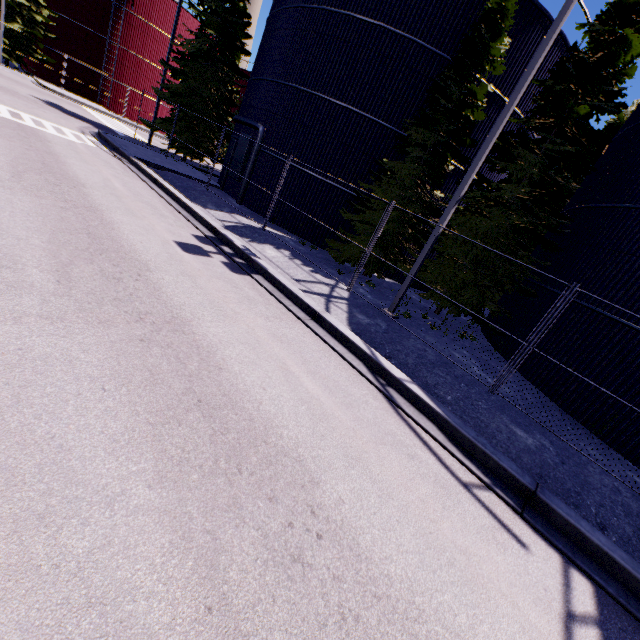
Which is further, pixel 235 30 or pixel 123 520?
pixel 235 30

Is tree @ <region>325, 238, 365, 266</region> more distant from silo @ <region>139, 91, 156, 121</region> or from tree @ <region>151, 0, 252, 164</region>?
tree @ <region>151, 0, 252, 164</region>

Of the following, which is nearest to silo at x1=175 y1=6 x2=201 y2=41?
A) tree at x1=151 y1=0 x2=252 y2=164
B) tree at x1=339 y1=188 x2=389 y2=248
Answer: tree at x1=339 y1=188 x2=389 y2=248

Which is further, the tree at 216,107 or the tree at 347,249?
the tree at 216,107

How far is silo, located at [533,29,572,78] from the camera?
13.53m

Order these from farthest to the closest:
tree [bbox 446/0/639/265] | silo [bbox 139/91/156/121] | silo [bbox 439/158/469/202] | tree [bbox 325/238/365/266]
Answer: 1. silo [bbox 139/91/156/121]
2. silo [bbox 439/158/469/202]
3. tree [bbox 325/238/365/266]
4. tree [bbox 446/0/639/265]

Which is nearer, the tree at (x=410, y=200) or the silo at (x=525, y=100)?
the tree at (x=410, y=200)
